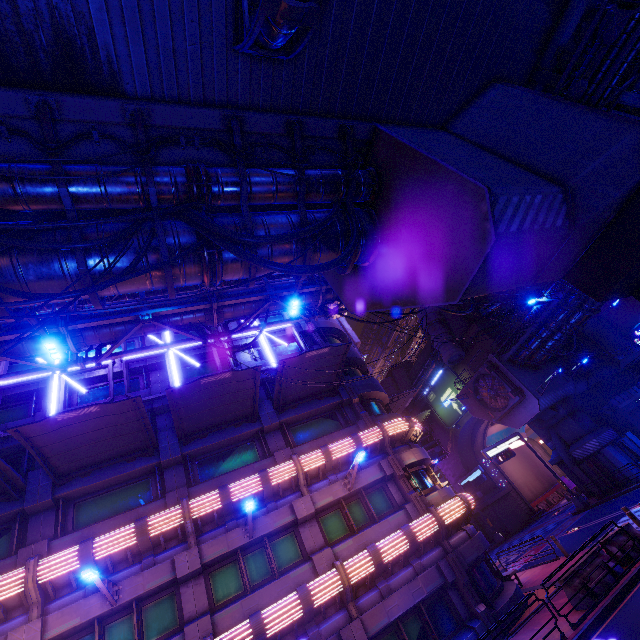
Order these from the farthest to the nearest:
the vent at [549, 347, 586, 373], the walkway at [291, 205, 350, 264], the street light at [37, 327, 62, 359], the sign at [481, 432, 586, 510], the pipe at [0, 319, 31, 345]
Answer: the vent at [549, 347, 586, 373] → the sign at [481, 432, 586, 510] → the pipe at [0, 319, 31, 345] → the street light at [37, 327, 62, 359] → the walkway at [291, 205, 350, 264]

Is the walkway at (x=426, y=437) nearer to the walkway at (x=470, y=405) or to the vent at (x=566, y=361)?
the walkway at (x=470, y=405)

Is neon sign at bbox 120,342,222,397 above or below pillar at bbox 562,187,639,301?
above

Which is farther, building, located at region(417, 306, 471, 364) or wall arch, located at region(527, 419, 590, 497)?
building, located at region(417, 306, 471, 364)

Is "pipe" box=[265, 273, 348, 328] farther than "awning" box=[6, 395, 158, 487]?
Yes

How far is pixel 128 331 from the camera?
12.0 meters

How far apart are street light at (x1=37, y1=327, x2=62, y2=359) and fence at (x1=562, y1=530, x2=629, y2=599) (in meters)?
18.65

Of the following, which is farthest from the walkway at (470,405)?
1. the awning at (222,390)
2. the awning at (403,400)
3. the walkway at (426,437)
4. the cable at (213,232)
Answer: the awning at (222,390)
